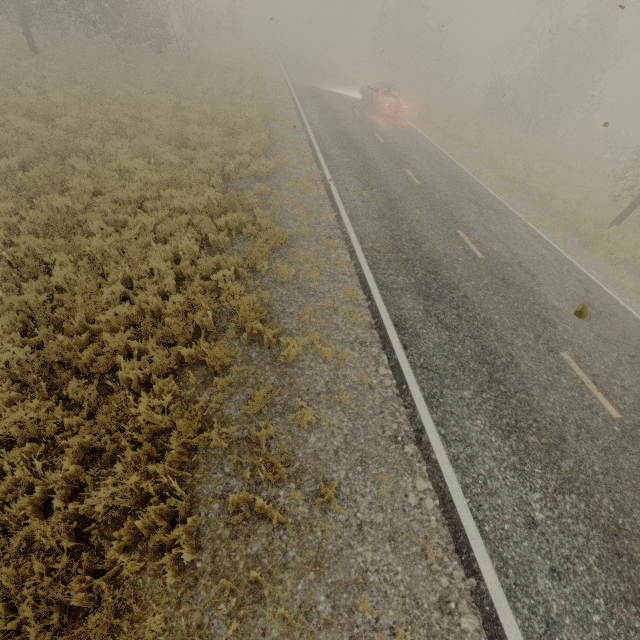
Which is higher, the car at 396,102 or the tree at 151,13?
the tree at 151,13

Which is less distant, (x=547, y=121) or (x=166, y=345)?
(x=166, y=345)

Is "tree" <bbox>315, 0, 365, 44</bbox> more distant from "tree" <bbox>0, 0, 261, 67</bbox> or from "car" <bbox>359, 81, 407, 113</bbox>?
"car" <bbox>359, 81, 407, 113</bbox>

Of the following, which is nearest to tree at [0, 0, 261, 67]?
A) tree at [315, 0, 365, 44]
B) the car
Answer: tree at [315, 0, 365, 44]

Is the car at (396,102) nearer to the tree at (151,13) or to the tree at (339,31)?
the tree at (151,13)

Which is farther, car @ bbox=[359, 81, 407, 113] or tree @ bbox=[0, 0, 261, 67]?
car @ bbox=[359, 81, 407, 113]

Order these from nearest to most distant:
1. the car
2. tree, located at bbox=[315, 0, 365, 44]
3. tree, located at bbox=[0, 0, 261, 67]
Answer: tree, located at bbox=[0, 0, 261, 67] → the car → tree, located at bbox=[315, 0, 365, 44]

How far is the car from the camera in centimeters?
2002cm
